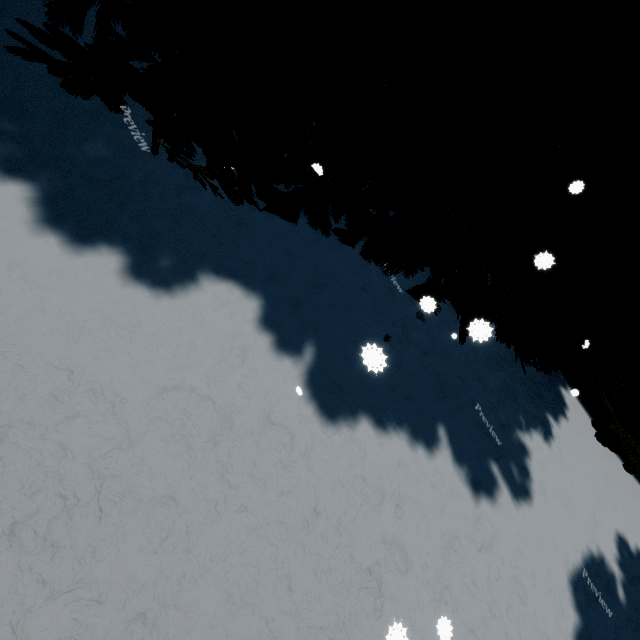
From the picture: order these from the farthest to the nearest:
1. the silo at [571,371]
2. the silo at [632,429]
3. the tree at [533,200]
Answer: the silo at [571,371], the silo at [632,429], the tree at [533,200]

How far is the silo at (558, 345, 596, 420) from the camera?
6.62m

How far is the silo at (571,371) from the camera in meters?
6.6 m

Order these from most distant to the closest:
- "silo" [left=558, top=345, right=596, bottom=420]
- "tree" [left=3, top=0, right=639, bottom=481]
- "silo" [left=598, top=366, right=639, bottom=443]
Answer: "silo" [left=558, top=345, right=596, bottom=420], "silo" [left=598, top=366, right=639, bottom=443], "tree" [left=3, top=0, right=639, bottom=481]

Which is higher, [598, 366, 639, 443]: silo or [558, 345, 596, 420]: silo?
[598, 366, 639, 443]: silo

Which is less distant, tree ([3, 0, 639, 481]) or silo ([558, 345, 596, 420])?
tree ([3, 0, 639, 481])

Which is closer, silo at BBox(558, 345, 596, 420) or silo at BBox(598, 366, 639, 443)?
silo at BBox(598, 366, 639, 443)

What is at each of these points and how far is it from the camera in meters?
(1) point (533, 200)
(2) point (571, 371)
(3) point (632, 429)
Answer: (1) tree, 3.1
(2) silo, 6.7
(3) silo, 6.3
